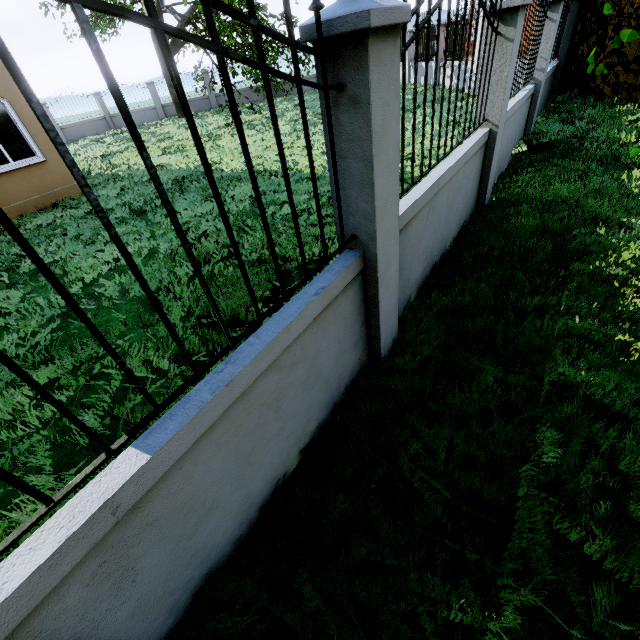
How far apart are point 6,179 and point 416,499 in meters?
11.2

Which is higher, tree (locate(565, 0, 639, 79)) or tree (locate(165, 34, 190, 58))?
tree (locate(165, 34, 190, 58))

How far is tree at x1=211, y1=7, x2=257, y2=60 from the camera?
13.66m

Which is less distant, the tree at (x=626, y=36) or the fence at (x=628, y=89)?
the tree at (x=626, y=36)

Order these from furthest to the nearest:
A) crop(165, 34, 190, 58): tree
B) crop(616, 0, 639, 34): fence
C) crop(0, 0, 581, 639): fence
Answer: crop(165, 34, 190, 58): tree
crop(616, 0, 639, 34): fence
crop(0, 0, 581, 639): fence

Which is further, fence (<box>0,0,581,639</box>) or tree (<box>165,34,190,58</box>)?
tree (<box>165,34,190,58</box>)

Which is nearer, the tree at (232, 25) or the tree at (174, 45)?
the tree at (232, 25)
